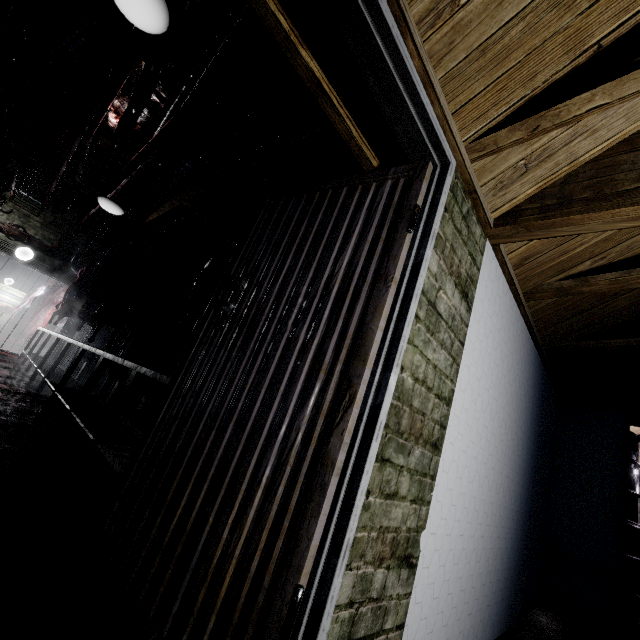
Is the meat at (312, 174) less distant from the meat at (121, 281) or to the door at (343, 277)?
the door at (343, 277)

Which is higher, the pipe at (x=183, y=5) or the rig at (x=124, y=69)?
the pipe at (x=183, y=5)

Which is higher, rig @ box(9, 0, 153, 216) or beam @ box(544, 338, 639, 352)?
rig @ box(9, 0, 153, 216)

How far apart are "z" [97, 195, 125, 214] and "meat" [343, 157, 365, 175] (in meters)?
3.36

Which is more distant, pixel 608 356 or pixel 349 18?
pixel 608 356

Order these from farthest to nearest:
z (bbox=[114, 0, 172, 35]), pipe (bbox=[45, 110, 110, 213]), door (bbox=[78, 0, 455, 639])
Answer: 1. pipe (bbox=[45, 110, 110, 213])
2. z (bbox=[114, 0, 172, 35])
3. door (bbox=[78, 0, 455, 639])

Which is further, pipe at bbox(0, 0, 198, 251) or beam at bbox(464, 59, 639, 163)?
pipe at bbox(0, 0, 198, 251)

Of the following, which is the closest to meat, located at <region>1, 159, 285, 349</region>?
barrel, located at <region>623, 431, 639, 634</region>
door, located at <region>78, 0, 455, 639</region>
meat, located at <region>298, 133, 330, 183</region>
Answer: meat, located at <region>298, 133, 330, 183</region>
